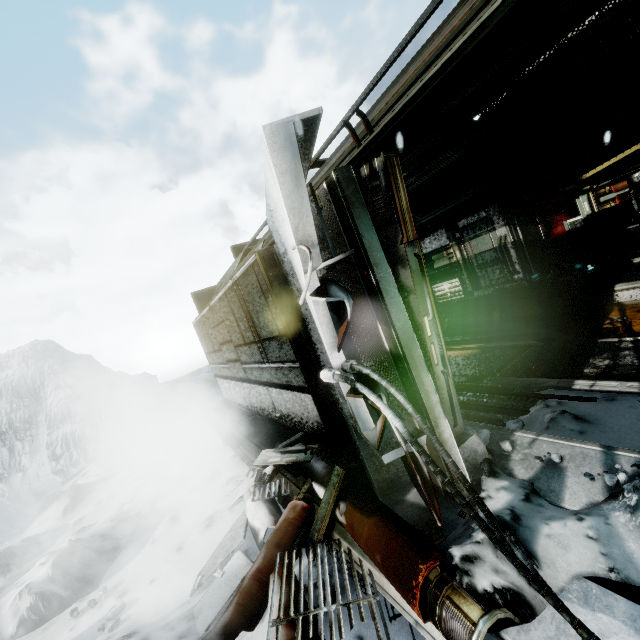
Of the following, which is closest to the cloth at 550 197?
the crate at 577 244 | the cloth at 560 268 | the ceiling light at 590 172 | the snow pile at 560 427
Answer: the crate at 577 244

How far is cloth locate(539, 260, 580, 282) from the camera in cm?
884

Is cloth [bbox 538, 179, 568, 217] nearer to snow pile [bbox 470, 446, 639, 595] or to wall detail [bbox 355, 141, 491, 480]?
snow pile [bbox 470, 446, 639, 595]

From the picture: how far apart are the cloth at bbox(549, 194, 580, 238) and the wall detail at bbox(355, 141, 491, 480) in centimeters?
955cm

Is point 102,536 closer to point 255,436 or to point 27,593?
point 27,593

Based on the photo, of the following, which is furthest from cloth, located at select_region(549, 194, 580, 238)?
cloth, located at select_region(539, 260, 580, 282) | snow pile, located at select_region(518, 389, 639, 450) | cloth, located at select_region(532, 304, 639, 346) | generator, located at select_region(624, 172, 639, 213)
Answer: snow pile, located at select_region(518, 389, 639, 450)

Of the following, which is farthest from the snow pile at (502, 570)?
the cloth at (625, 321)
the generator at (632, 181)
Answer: the generator at (632, 181)

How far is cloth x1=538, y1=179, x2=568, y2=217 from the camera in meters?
9.5 m
